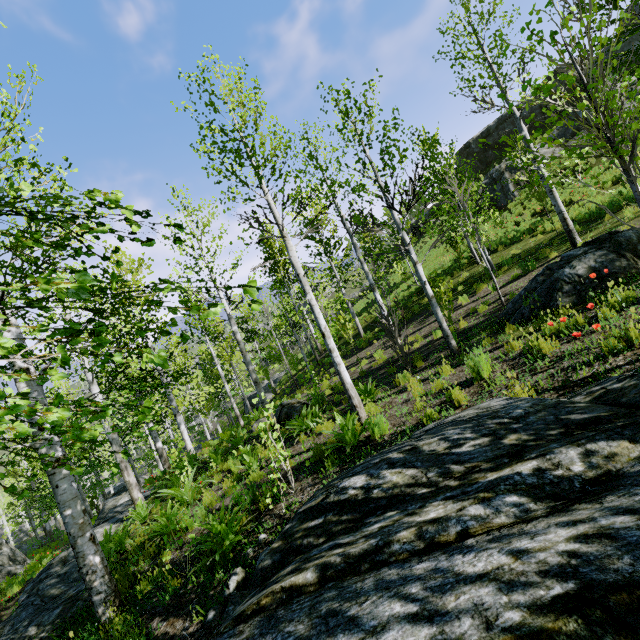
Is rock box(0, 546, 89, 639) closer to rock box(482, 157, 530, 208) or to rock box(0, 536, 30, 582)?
rock box(0, 536, 30, 582)

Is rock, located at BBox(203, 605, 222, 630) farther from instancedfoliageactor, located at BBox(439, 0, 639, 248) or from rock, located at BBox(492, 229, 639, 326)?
instancedfoliageactor, located at BBox(439, 0, 639, 248)

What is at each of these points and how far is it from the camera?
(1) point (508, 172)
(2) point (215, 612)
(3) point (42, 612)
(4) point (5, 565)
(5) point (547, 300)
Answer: (1) rock, 24.2m
(2) rock, 3.5m
(3) rock, 6.0m
(4) rock, 17.8m
(5) rock, 6.6m

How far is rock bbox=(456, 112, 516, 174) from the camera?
31.38m

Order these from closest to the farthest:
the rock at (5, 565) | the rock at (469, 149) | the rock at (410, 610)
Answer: the rock at (410, 610)
the rock at (5, 565)
the rock at (469, 149)

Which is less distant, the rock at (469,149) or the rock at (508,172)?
the rock at (508,172)

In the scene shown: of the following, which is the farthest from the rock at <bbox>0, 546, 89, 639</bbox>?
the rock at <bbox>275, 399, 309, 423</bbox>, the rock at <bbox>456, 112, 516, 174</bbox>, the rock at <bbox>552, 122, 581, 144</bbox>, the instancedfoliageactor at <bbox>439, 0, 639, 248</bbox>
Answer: the instancedfoliageactor at <bbox>439, 0, 639, 248</bbox>

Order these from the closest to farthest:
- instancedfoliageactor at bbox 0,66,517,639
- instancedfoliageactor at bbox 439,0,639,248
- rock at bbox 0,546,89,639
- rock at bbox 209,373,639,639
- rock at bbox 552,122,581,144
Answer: rock at bbox 209,373,639,639, instancedfoliageactor at bbox 0,66,517,639, instancedfoliageactor at bbox 439,0,639,248, rock at bbox 0,546,89,639, rock at bbox 552,122,581,144
